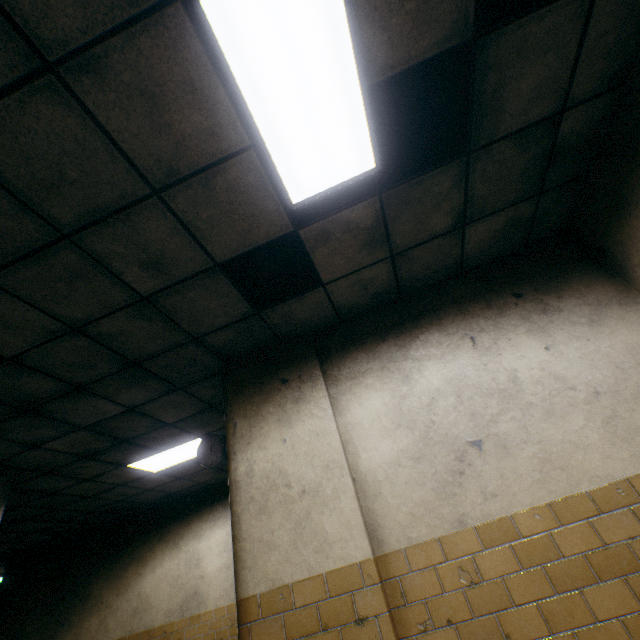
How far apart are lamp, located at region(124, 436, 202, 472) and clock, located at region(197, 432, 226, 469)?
1.54m

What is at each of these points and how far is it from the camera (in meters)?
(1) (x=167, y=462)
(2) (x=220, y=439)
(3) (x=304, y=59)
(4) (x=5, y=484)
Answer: (1) lamp, 5.27
(2) clock, 3.30
(3) lamp, 1.63
(4) column, 4.23

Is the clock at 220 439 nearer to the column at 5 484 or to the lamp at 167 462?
the lamp at 167 462

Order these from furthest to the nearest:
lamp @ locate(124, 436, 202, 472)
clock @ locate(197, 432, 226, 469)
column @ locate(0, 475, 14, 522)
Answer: lamp @ locate(124, 436, 202, 472)
column @ locate(0, 475, 14, 522)
clock @ locate(197, 432, 226, 469)

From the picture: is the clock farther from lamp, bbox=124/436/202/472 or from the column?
the column

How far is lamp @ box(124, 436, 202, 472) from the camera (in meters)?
4.89

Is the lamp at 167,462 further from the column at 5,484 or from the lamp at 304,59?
the lamp at 304,59

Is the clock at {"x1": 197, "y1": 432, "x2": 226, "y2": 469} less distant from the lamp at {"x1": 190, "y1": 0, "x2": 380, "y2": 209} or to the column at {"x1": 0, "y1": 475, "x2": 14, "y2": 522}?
the lamp at {"x1": 190, "y1": 0, "x2": 380, "y2": 209}
